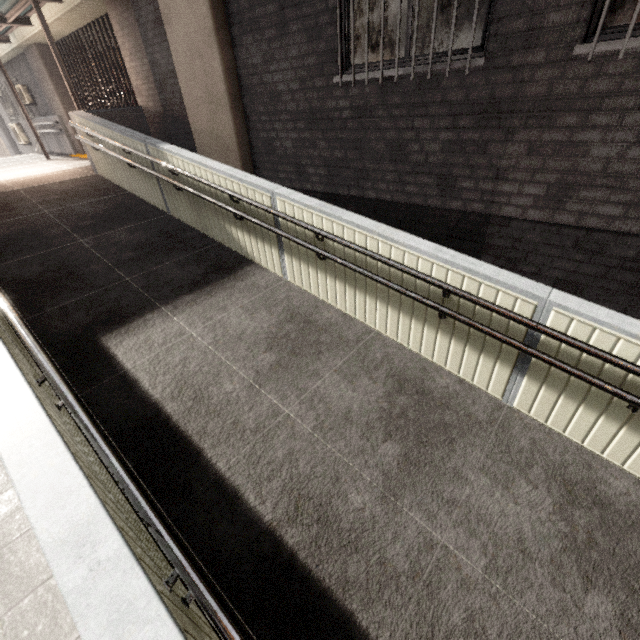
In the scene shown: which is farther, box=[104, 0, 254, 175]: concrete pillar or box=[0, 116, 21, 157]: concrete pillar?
box=[0, 116, 21, 157]: concrete pillar

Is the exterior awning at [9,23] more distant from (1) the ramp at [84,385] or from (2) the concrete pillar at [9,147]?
(2) the concrete pillar at [9,147]

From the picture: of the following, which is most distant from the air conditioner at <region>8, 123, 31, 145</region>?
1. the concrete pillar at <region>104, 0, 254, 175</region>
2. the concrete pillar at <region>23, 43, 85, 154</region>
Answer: the concrete pillar at <region>104, 0, 254, 175</region>

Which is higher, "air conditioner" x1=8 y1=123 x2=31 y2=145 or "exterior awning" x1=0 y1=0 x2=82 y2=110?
"exterior awning" x1=0 y1=0 x2=82 y2=110

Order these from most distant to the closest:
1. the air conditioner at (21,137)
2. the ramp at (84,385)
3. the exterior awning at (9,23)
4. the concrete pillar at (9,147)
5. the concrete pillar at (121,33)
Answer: the concrete pillar at (9,147) < the air conditioner at (21,137) < the exterior awning at (9,23) < the concrete pillar at (121,33) < the ramp at (84,385)

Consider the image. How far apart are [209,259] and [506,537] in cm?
465

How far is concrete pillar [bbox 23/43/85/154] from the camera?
9.8 meters

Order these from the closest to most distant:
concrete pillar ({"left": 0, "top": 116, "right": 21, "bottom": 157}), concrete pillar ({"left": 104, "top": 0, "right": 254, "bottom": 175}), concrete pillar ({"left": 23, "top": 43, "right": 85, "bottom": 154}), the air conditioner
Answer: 1. concrete pillar ({"left": 104, "top": 0, "right": 254, "bottom": 175})
2. concrete pillar ({"left": 23, "top": 43, "right": 85, "bottom": 154})
3. the air conditioner
4. concrete pillar ({"left": 0, "top": 116, "right": 21, "bottom": 157})
